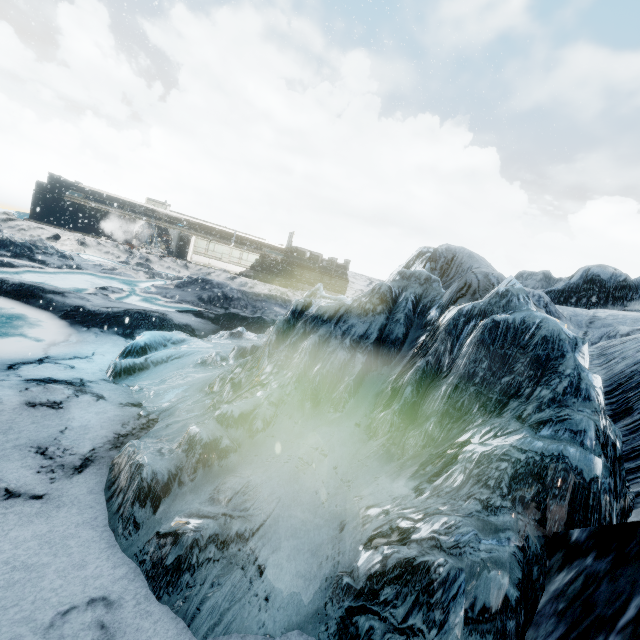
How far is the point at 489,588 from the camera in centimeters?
238cm
